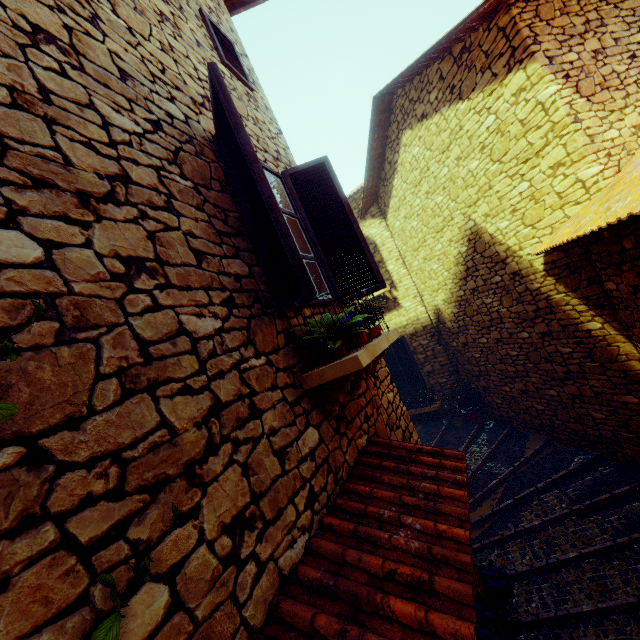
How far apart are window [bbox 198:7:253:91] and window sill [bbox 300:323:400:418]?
3.0m

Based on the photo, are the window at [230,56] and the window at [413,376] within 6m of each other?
no

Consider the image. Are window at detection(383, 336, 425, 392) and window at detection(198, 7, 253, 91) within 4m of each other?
no

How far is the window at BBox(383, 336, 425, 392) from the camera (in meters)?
9.95

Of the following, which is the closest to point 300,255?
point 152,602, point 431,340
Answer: point 152,602

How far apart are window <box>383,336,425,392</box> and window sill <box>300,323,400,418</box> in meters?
6.6 m

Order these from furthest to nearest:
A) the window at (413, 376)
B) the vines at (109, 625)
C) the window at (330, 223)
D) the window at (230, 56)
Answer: the window at (413, 376) < the window at (230, 56) < the window at (330, 223) < the vines at (109, 625)

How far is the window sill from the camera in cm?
215
